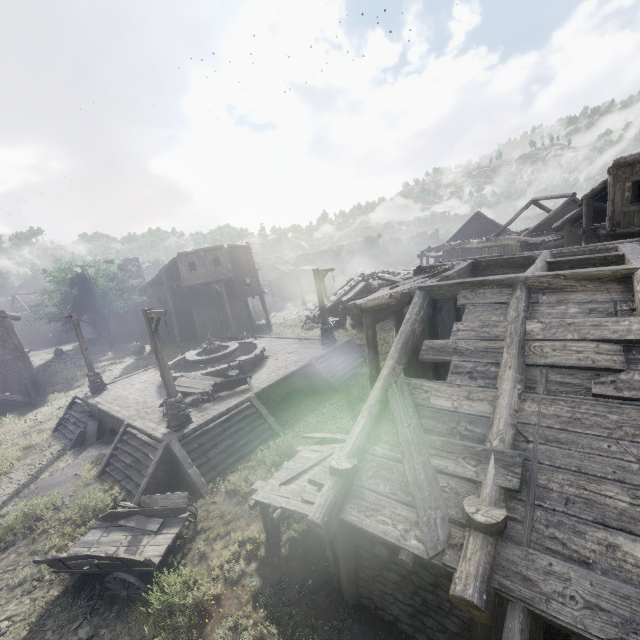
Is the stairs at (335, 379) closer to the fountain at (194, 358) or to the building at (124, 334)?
the fountain at (194, 358)

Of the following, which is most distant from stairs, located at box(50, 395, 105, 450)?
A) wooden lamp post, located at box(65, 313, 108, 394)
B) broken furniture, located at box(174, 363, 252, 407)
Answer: broken furniture, located at box(174, 363, 252, 407)

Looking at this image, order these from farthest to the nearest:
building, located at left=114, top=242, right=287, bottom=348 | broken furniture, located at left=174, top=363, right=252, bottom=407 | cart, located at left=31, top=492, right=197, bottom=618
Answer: building, located at left=114, top=242, right=287, bottom=348 → broken furniture, located at left=174, top=363, right=252, bottom=407 → cart, located at left=31, top=492, right=197, bottom=618

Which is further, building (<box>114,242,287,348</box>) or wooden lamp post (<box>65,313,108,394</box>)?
building (<box>114,242,287,348</box>)

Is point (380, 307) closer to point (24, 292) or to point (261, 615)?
point (261, 615)

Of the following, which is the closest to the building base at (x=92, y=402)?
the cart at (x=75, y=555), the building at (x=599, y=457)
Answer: the cart at (x=75, y=555)

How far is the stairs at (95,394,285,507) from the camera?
11.2m

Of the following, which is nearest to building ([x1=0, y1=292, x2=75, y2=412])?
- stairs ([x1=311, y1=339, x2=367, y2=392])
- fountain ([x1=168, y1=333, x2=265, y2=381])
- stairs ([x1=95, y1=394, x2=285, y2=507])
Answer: stairs ([x1=95, y1=394, x2=285, y2=507])
